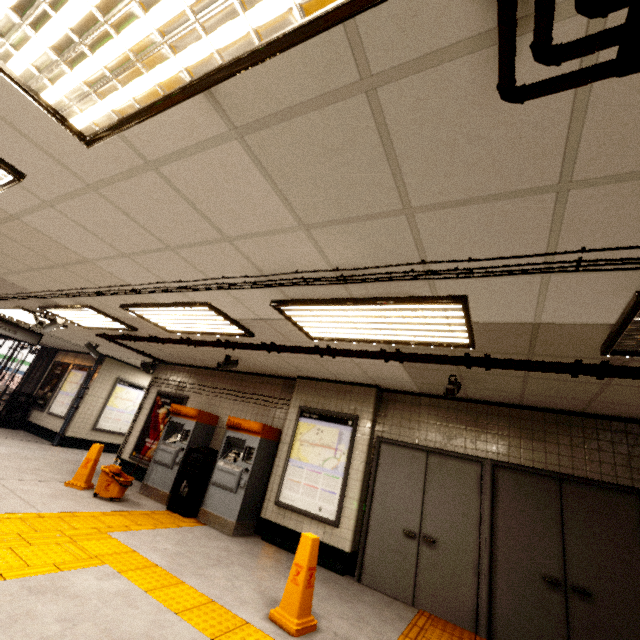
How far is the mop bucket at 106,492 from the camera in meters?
5.7 m

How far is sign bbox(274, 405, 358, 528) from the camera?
5.4m

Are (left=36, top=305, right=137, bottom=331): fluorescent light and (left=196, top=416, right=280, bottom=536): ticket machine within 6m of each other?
yes

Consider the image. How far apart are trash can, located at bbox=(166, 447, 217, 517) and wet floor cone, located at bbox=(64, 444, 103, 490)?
1.5 meters

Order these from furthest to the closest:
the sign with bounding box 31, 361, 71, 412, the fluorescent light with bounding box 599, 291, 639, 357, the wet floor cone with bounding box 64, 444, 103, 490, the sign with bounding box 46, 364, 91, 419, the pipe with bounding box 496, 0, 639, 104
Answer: the sign with bounding box 31, 361, 71, 412 → the sign with bounding box 46, 364, 91, 419 → the wet floor cone with bounding box 64, 444, 103, 490 → the fluorescent light with bounding box 599, 291, 639, 357 → the pipe with bounding box 496, 0, 639, 104

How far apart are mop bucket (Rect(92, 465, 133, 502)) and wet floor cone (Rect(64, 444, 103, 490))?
0.35m

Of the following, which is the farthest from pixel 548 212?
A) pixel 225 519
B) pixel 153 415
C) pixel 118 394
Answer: pixel 118 394

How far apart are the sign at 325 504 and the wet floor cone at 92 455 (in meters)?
3.54
